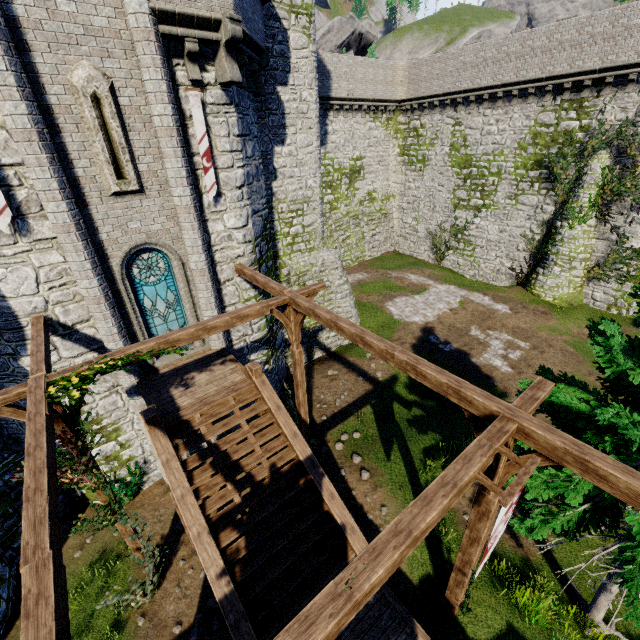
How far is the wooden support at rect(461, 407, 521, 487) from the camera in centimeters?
451cm

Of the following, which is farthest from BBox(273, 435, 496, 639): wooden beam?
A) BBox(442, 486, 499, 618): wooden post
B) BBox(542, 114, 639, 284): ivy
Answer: BBox(542, 114, 639, 284): ivy

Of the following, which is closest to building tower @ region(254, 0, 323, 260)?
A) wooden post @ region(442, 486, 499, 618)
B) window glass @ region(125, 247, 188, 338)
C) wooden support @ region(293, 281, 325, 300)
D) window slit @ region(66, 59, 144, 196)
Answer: window glass @ region(125, 247, 188, 338)

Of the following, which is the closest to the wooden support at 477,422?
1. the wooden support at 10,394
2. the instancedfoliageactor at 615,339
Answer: the instancedfoliageactor at 615,339

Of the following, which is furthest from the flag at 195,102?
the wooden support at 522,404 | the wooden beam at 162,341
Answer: the wooden support at 522,404

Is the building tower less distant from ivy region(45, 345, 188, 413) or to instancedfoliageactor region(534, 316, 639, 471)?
ivy region(45, 345, 188, 413)

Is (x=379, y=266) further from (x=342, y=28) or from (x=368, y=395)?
(x=342, y=28)

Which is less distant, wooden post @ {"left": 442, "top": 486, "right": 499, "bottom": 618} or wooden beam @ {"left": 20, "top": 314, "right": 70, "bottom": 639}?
wooden beam @ {"left": 20, "top": 314, "right": 70, "bottom": 639}
